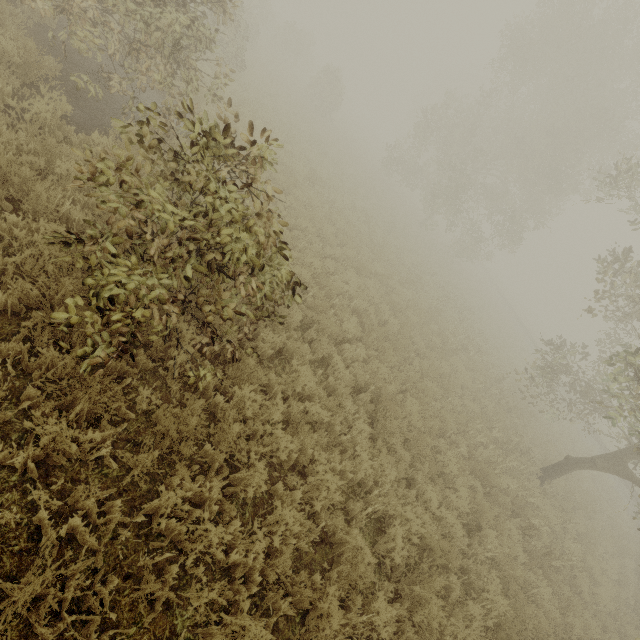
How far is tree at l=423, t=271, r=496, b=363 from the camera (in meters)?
13.53

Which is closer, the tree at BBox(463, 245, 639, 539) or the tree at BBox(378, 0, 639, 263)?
the tree at BBox(463, 245, 639, 539)

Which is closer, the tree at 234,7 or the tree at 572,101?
the tree at 234,7

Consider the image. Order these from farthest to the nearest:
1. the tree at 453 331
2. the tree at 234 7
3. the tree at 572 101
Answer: the tree at 572 101, the tree at 453 331, the tree at 234 7

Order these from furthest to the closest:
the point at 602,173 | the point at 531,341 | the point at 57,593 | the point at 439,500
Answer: the point at 531,341 < the point at 602,173 < the point at 439,500 < the point at 57,593

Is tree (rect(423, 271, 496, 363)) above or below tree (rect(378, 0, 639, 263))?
below

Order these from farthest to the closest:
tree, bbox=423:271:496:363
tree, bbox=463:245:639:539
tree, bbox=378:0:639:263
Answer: tree, bbox=378:0:639:263 → tree, bbox=423:271:496:363 → tree, bbox=463:245:639:539
